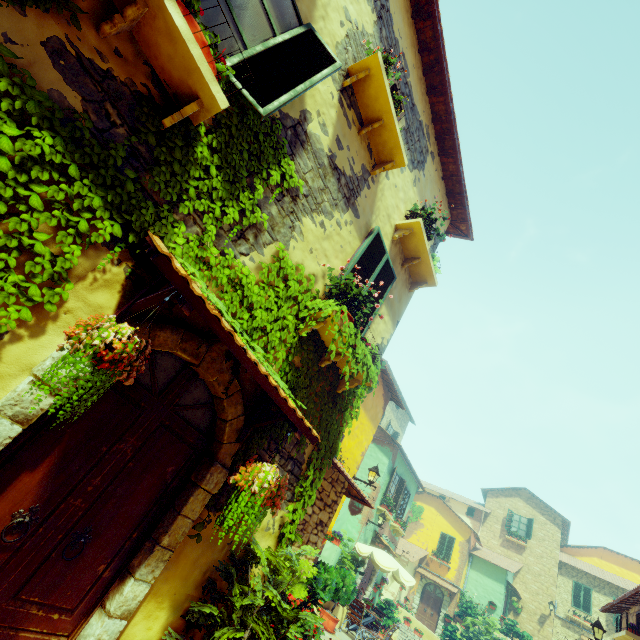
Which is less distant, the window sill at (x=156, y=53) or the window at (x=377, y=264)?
the window sill at (x=156, y=53)

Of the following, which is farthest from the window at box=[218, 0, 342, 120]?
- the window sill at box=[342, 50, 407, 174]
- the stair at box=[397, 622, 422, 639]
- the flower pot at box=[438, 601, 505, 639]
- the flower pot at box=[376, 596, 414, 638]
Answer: the flower pot at box=[376, 596, 414, 638]

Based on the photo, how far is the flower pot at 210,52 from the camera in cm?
249

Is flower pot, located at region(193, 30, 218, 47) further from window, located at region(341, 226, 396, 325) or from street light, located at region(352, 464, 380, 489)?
street light, located at region(352, 464, 380, 489)

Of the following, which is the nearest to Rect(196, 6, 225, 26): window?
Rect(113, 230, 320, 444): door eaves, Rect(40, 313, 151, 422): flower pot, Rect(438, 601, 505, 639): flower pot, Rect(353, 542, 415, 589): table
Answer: Rect(113, 230, 320, 444): door eaves

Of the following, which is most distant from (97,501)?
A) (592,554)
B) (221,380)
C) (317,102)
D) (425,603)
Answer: (592,554)

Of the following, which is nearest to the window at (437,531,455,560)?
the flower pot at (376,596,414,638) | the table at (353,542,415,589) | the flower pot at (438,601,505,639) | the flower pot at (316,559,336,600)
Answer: the flower pot at (438,601,505,639)

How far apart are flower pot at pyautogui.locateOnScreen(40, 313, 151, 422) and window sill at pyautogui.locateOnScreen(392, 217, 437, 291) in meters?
4.4
